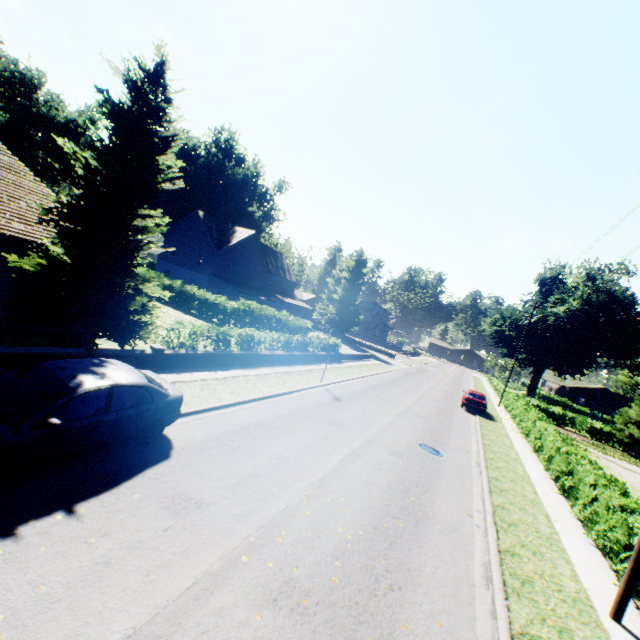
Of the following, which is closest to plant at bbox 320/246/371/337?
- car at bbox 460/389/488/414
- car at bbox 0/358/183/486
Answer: car at bbox 460/389/488/414

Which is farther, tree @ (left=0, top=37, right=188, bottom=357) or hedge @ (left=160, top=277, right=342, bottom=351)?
hedge @ (left=160, top=277, right=342, bottom=351)

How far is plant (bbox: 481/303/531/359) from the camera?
49.25m

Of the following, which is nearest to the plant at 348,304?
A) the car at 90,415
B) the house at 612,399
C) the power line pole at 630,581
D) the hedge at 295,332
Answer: the hedge at 295,332

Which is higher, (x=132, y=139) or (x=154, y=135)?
(x=154, y=135)

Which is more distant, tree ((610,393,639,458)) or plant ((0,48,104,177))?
plant ((0,48,104,177))

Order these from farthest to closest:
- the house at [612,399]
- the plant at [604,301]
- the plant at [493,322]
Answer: the plant at [493,322] < the plant at [604,301] < the house at [612,399]

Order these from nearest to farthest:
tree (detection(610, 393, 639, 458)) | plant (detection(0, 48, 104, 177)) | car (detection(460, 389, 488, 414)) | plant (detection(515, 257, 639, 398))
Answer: car (detection(460, 389, 488, 414)) → tree (detection(610, 393, 639, 458)) → plant (detection(515, 257, 639, 398)) → plant (detection(0, 48, 104, 177))
